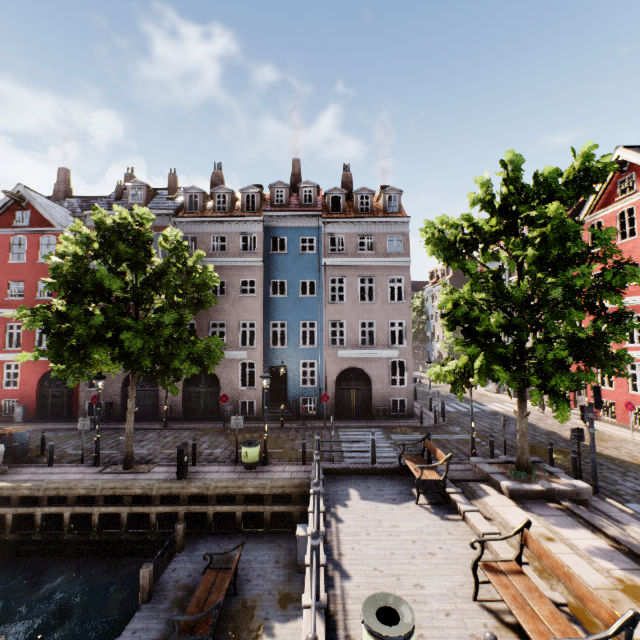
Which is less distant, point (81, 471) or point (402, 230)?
point (81, 471)

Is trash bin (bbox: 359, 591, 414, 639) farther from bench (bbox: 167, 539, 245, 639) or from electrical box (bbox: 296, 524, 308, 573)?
electrical box (bbox: 296, 524, 308, 573)

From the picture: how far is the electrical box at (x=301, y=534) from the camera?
9.1m

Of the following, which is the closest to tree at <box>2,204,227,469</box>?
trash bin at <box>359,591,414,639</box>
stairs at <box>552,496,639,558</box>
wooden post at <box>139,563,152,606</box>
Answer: stairs at <box>552,496,639,558</box>

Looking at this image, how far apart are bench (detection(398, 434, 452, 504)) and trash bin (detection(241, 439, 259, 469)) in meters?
5.5 m

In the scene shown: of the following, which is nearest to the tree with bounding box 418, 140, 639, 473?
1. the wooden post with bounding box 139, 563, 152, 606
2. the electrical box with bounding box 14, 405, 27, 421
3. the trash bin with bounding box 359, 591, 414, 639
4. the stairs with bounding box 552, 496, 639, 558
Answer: the stairs with bounding box 552, 496, 639, 558

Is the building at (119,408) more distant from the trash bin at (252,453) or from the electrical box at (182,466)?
the electrical box at (182,466)

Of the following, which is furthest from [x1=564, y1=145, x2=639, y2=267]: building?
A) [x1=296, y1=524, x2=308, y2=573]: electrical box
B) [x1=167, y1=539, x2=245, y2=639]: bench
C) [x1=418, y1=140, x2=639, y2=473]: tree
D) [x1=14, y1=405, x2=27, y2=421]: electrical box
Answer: [x1=14, y1=405, x2=27, y2=421]: electrical box
